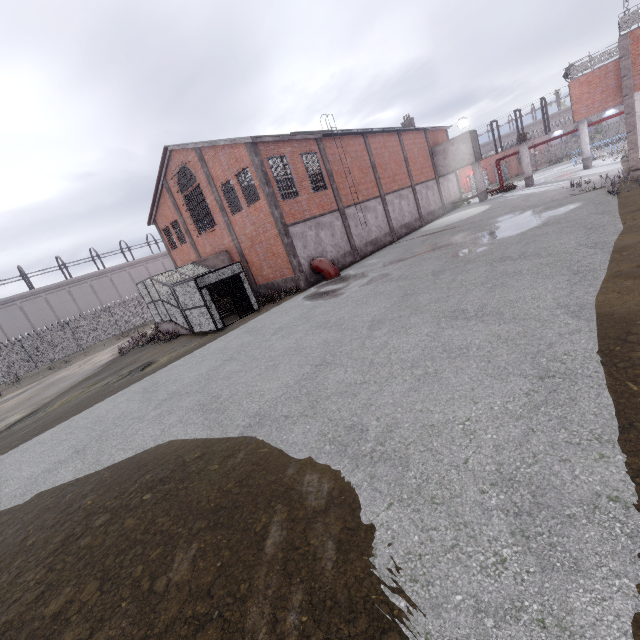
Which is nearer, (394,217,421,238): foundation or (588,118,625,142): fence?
(394,217,421,238): foundation

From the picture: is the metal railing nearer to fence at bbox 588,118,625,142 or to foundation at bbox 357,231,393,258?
fence at bbox 588,118,625,142

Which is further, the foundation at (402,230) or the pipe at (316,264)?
the foundation at (402,230)

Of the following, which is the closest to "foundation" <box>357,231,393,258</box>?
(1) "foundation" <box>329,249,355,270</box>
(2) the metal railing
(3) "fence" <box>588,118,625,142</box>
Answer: (1) "foundation" <box>329,249,355,270</box>

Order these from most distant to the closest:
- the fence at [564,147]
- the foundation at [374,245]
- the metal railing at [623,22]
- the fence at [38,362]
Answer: the fence at [564,147], the fence at [38,362], the foundation at [374,245], the metal railing at [623,22]

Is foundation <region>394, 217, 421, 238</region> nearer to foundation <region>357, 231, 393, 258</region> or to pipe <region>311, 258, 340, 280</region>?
foundation <region>357, 231, 393, 258</region>

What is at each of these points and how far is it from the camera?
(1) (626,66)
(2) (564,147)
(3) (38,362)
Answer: (1) trim, 17.95m
(2) fence, 56.72m
(3) fence, 31.61m

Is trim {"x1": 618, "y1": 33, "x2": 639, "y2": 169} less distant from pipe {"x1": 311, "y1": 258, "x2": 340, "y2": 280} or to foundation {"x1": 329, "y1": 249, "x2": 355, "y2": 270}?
foundation {"x1": 329, "y1": 249, "x2": 355, "y2": 270}
